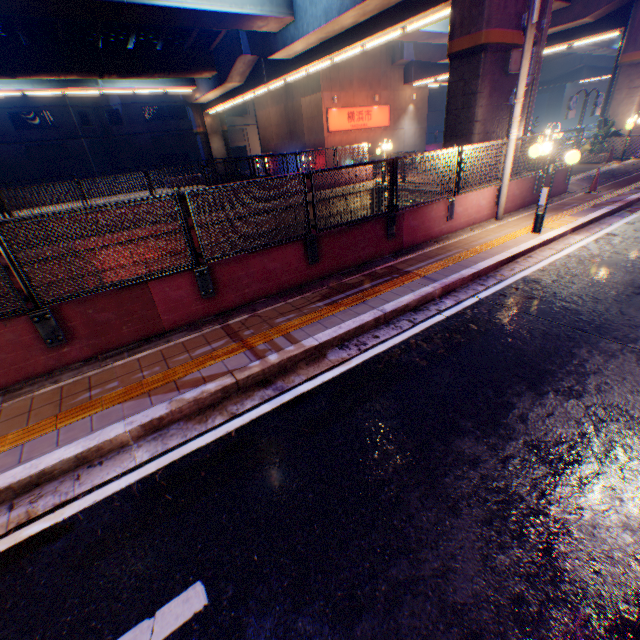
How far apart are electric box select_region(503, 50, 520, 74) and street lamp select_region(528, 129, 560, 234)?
4.1 meters

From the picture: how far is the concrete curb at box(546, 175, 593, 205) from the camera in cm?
1176

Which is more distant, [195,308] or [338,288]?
[338,288]

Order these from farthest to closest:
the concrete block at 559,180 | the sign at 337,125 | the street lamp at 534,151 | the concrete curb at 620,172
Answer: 1. the sign at 337,125
2. the concrete curb at 620,172
3. the concrete block at 559,180
4. the street lamp at 534,151

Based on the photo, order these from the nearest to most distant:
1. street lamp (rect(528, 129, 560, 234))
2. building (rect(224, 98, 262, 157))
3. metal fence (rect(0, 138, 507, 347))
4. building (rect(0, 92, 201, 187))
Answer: metal fence (rect(0, 138, 507, 347)) < street lamp (rect(528, 129, 560, 234)) < building (rect(0, 92, 201, 187)) < building (rect(224, 98, 262, 157))

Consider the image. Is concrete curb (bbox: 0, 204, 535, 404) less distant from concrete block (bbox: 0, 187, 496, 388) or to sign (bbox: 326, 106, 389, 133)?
concrete block (bbox: 0, 187, 496, 388)

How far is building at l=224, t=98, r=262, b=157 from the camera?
44.0m

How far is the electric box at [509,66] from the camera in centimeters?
1002cm
